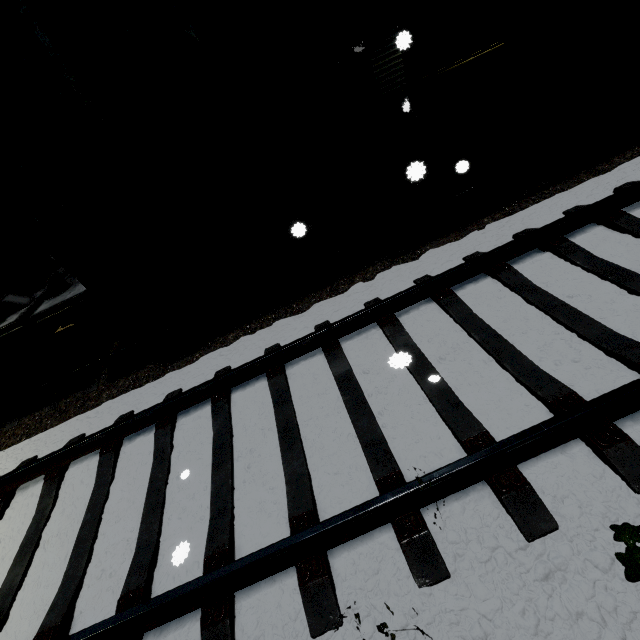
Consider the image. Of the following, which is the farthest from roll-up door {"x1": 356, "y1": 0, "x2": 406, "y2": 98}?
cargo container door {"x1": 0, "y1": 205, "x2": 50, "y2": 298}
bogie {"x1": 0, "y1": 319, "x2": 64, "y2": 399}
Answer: bogie {"x1": 0, "y1": 319, "x2": 64, "y2": 399}

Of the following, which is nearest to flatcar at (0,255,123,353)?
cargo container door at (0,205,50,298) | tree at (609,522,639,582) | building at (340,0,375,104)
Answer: cargo container door at (0,205,50,298)

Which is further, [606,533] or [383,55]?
[383,55]

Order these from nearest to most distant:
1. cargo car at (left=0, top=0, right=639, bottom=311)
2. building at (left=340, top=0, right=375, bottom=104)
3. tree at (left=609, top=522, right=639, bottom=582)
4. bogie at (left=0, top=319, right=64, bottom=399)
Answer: tree at (left=609, top=522, right=639, bottom=582), cargo car at (left=0, top=0, right=639, bottom=311), bogie at (left=0, top=319, right=64, bottom=399), building at (left=340, top=0, right=375, bottom=104)

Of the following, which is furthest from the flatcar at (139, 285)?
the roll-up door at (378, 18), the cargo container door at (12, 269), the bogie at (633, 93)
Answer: the roll-up door at (378, 18)

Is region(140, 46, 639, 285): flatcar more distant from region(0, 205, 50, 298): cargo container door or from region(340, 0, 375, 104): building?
region(340, 0, 375, 104): building

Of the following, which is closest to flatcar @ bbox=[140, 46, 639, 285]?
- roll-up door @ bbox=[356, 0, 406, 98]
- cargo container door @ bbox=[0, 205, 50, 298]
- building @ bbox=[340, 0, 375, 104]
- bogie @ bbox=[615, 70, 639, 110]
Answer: bogie @ bbox=[615, 70, 639, 110]

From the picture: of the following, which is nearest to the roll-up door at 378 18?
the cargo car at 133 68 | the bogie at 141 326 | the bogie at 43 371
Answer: the cargo car at 133 68
